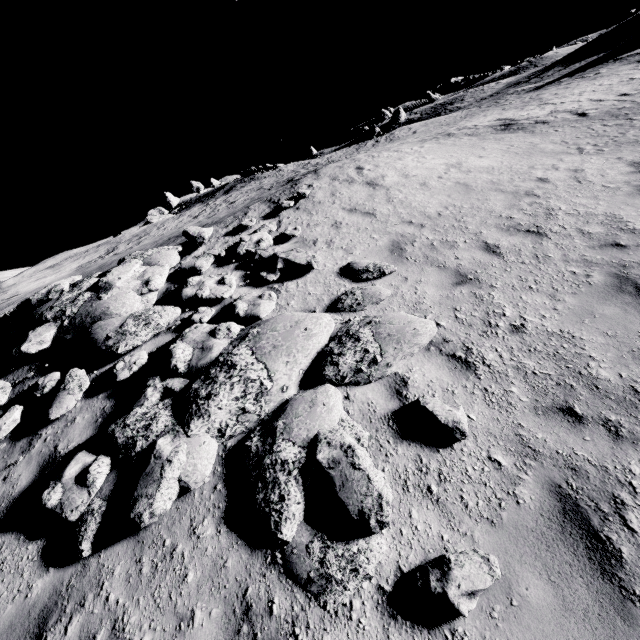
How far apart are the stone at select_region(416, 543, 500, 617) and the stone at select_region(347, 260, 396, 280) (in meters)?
4.80

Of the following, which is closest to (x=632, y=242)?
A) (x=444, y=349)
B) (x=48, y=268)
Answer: (x=444, y=349)

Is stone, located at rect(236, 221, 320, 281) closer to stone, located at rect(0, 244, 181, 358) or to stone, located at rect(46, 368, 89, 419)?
stone, located at rect(0, 244, 181, 358)

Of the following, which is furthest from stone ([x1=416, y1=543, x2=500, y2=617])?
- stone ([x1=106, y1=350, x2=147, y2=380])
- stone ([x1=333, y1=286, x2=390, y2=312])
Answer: stone ([x1=106, y1=350, x2=147, y2=380])

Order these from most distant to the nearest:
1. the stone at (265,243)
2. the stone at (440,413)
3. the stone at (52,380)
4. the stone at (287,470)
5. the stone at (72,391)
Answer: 1. the stone at (265,243)
2. the stone at (52,380)
3. the stone at (72,391)
4. the stone at (440,413)
5. the stone at (287,470)

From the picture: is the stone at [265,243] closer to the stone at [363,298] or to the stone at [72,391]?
the stone at [363,298]

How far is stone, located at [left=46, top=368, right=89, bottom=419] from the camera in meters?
5.8

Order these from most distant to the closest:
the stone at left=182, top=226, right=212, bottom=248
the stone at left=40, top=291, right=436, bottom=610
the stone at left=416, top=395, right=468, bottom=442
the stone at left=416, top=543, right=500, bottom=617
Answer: the stone at left=182, top=226, right=212, bottom=248, the stone at left=416, top=395, right=468, bottom=442, the stone at left=40, top=291, right=436, bottom=610, the stone at left=416, top=543, right=500, bottom=617
